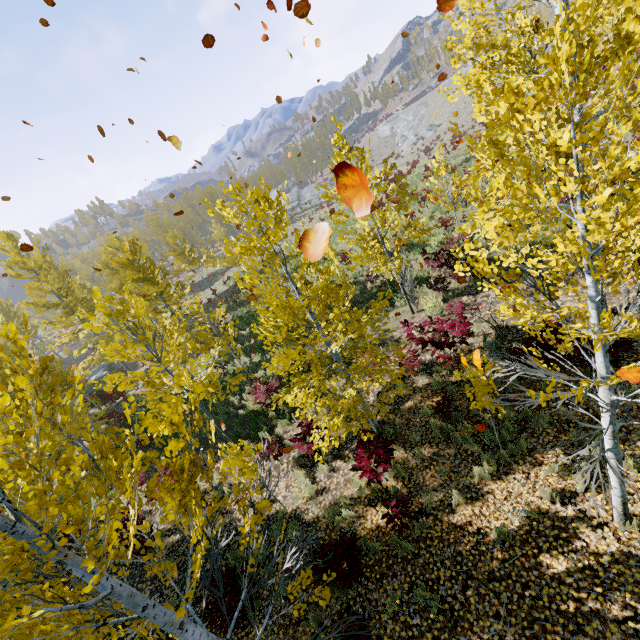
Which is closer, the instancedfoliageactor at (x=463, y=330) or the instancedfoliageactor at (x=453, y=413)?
the instancedfoliageactor at (x=453, y=413)

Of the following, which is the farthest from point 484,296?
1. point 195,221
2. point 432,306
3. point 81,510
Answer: point 195,221

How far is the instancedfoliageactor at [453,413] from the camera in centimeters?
681cm

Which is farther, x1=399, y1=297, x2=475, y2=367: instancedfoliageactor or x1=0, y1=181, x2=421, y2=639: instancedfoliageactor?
x1=399, y1=297, x2=475, y2=367: instancedfoliageactor

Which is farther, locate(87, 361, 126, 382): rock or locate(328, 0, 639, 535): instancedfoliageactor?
locate(87, 361, 126, 382): rock

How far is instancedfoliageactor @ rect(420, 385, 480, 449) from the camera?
6.8 meters

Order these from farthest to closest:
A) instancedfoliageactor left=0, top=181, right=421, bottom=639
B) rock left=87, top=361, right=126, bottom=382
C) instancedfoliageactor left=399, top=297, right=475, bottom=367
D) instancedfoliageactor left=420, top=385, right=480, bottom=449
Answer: rock left=87, top=361, right=126, bottom=382, instancedfoliageactor left=399, top=297, right=475, bottom=367, instancedfoliageactor left=420, top=385, right=480, bottom=449, instancedfoliageactor left=0, top=181, right=421, bottom=639
